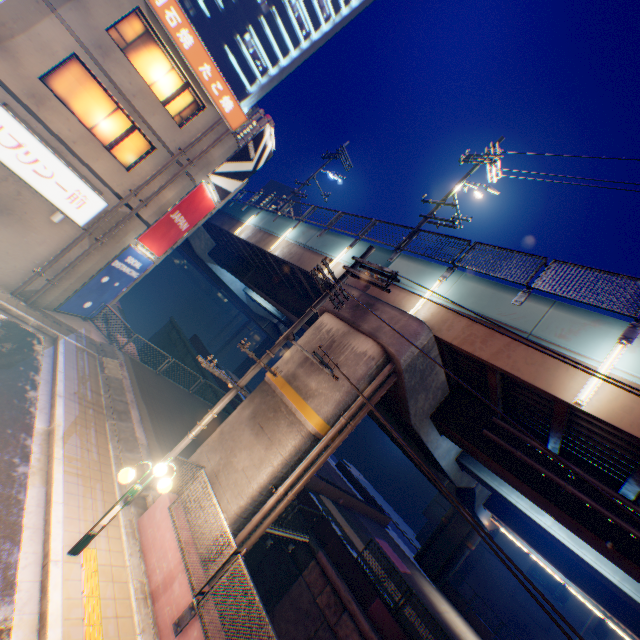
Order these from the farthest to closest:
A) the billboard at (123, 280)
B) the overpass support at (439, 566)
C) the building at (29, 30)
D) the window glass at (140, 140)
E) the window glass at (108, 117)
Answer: the overpass support at (439, 566)
the billboard at (123, 280)
the window glass at (140, 140)
the window glass at (108, 117)
the building at (29, 30)

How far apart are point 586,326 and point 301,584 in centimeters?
1606cm

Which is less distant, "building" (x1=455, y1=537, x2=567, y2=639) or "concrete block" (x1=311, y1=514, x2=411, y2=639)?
"concrete block" (x1=311, y1=514, x2=411, y2=639)

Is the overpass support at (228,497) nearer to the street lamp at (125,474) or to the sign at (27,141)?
the street lamp at (125,474)

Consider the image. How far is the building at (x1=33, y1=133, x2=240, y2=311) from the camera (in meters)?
14.02

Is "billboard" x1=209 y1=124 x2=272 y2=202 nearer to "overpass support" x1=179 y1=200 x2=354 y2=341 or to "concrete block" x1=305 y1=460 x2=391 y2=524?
"overpass support" x1=179 y1=200 x2=354 y2=341

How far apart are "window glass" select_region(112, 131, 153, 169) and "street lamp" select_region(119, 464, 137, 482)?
13.1 meters

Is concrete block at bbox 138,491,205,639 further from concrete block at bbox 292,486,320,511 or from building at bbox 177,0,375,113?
building at bbox 177,0,375,113
